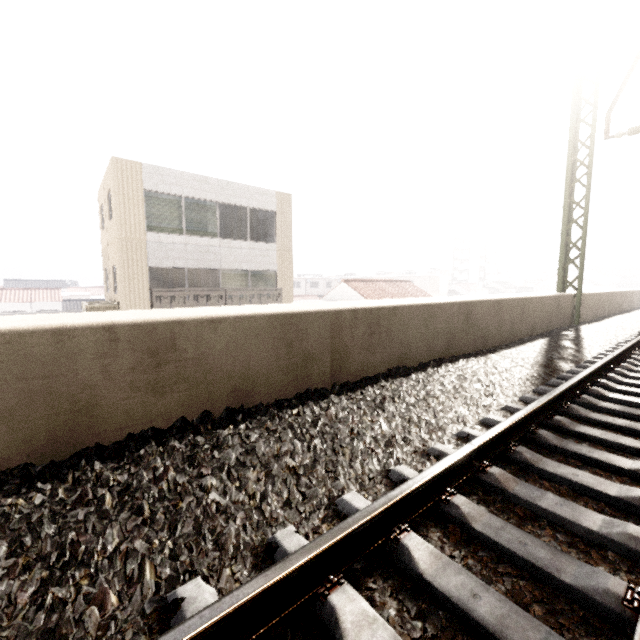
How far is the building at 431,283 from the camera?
53.8 meters

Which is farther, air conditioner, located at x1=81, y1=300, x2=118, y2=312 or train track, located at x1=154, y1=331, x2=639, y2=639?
air conditioner, located at x1=81, y1=300, x2=118, y2=312

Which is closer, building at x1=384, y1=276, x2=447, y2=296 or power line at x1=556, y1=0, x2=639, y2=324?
power line at x1=556, y1=0, x2=639, y2=324

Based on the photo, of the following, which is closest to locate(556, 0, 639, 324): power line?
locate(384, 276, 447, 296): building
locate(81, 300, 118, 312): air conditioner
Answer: locate(81, 300, 118, 312): air conditioner

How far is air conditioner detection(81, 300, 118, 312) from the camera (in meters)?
12.30

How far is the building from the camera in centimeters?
5381cm

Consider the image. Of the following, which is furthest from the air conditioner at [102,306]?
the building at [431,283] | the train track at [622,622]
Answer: the building at [431,283]

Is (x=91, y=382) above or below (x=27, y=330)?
below
